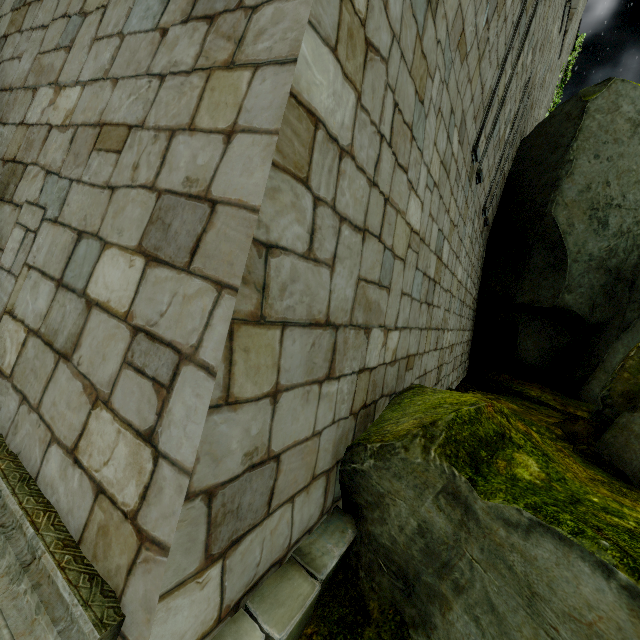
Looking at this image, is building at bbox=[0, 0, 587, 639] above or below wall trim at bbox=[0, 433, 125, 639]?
above

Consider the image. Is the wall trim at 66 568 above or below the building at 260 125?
below

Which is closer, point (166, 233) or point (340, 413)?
point (166, 233)
